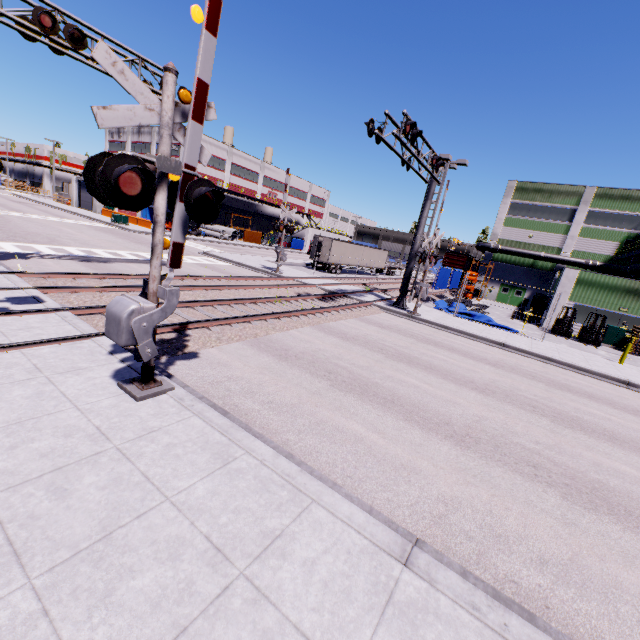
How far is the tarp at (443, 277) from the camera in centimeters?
2606cm

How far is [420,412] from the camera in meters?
7.8 m

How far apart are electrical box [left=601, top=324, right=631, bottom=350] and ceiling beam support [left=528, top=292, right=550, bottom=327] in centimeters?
387cm

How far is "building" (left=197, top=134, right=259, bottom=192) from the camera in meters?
51.5 m

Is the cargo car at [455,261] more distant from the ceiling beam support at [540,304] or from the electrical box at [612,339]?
the electrical box at [612,339]

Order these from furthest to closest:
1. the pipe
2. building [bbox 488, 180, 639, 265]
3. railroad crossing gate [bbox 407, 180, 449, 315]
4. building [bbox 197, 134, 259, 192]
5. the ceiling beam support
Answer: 1. building [bbox 197, 134, 259, 192]
2. building [bbox 488, 180, 639, 265]
3. the pipe
4. the ceiling beam support
5. railroad crossing gate [bbox 407, 180, 449, 315]

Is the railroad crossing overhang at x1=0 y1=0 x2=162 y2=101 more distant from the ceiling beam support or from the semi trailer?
the ceiling beam support

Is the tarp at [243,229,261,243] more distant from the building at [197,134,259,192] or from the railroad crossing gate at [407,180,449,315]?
the railroad crossing gate at [407,180,449,315]
